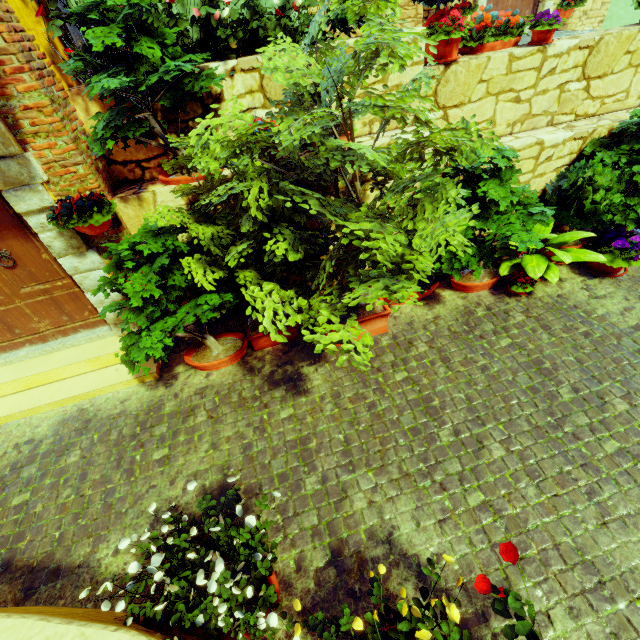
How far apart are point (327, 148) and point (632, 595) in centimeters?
380cm

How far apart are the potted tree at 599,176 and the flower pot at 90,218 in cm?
538

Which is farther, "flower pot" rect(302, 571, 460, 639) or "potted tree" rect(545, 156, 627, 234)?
"potted tree" rect(545, 156, 627, 234)

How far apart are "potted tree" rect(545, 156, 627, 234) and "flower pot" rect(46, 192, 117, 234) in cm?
538

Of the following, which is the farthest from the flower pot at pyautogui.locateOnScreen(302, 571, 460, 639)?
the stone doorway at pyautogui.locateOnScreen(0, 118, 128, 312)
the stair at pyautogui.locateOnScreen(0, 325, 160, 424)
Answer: the stair at pyautogui.locateOnScreen(0, 325, 160, 424)

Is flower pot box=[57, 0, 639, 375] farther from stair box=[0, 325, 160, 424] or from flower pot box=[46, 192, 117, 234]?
stair box=[0, 325, 160, 424]

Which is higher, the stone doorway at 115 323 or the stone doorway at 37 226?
the stone doorway at 37 226

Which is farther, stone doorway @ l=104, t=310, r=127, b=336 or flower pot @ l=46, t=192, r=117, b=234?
stone doorway @ l=104, t=310, r=127, b=336
